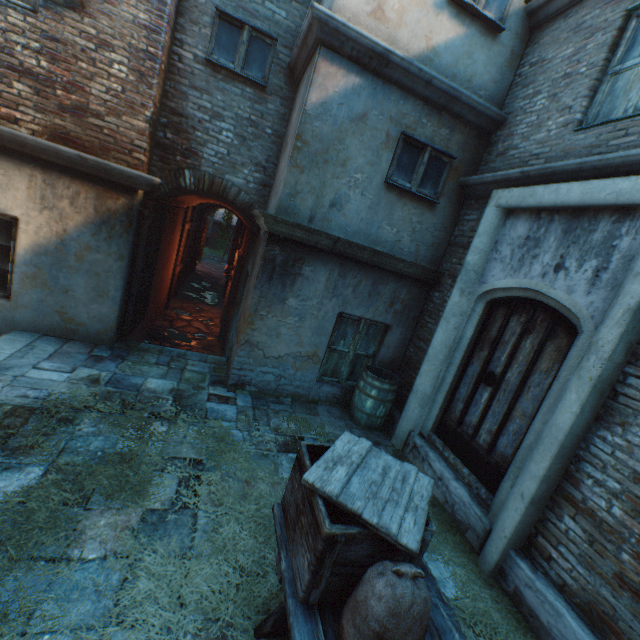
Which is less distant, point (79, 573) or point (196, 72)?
point (79, 573)

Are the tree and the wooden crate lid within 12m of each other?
no

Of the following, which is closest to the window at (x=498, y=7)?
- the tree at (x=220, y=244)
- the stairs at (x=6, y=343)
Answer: the stairs at (x=6, y=343)

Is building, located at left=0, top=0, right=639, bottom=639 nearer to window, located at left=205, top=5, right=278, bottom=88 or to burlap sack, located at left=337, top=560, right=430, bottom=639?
window, located at left=205, top=5, right=278, bottom=88

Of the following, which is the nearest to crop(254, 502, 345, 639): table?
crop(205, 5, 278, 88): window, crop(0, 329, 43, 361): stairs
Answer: crop(0, 329, 43, 361): stairs

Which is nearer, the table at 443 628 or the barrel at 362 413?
the table at 443 628

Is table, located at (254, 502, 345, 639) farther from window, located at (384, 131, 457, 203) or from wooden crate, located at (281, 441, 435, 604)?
window, located at (384, 131, 457, 203)

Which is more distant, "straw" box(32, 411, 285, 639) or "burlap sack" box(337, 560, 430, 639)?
"straw" box(32, 411, 285, 639)
